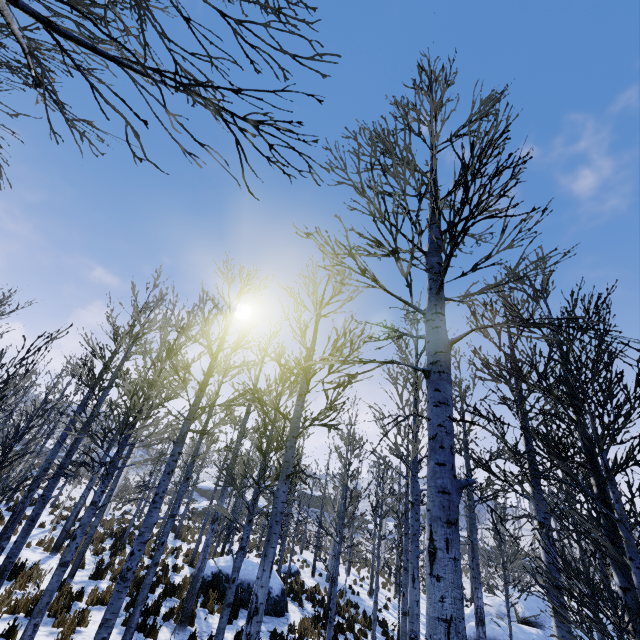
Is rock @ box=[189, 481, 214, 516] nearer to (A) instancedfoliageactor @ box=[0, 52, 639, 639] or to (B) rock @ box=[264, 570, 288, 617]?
(A) instancedfoliageactor @ box=[0, 52, 639, 639]

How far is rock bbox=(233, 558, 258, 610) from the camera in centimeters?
1265cm

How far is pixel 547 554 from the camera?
3.42m

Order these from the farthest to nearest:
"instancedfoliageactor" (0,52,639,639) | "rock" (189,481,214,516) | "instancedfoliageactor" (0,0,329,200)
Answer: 1. "rock" (189,481,214,516)
2. "instancedfoliageactor" (0,52,639,639)
3. "instancedfoliageactor" (0,0,329,200)

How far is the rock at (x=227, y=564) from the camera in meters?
13.4 m

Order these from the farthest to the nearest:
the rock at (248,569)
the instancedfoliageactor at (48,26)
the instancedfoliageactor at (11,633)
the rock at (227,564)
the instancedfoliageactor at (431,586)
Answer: the rock at (227,564) → the rock at (248,569) → the instancedfoliageactor at (11,633) → the instancedfoliageactor at (431,586) → the instancedfoliageactor at (48,26)

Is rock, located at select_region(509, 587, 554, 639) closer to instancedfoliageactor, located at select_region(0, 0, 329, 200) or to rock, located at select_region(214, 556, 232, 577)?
instancedfoliageactor, located at select_region(0, 0, 329, 200)
